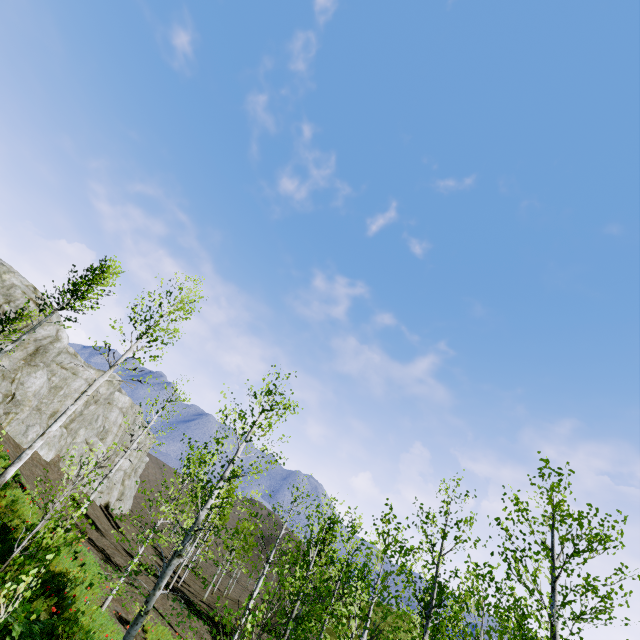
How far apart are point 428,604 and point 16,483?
18.37m

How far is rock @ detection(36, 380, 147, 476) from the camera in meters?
26.9

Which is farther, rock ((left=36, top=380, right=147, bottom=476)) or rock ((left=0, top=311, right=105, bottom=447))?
rock ((left=36, top=380, right=147, bottom=476))

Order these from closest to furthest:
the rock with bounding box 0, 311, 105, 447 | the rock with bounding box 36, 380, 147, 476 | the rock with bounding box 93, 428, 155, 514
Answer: the rock with bounding box 0, 311, 105, 447 < the rock with bounding box 36, 380, 147, 476 < the rock with bounding box 93, 428, 155, 514

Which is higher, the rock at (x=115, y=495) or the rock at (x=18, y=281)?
the rock at (x=18, y=281)

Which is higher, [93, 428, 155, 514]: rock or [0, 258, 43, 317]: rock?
[0, 258, 43, 317]: rock

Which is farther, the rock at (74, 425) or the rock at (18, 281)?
the rock at (74, 425)

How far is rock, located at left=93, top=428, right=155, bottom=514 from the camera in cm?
3628
